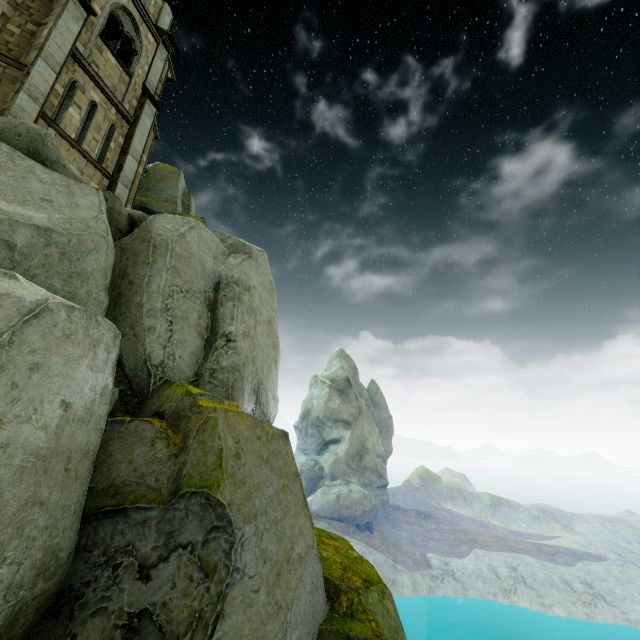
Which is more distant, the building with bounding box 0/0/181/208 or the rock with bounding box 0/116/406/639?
the building with bounding box 0/0/181/208

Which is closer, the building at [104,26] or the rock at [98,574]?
the rock at [98,574]

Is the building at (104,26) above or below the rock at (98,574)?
above

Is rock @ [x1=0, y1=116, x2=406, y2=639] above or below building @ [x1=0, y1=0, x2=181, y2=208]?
below

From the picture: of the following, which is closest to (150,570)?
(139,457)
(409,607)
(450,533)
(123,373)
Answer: (139,457)
